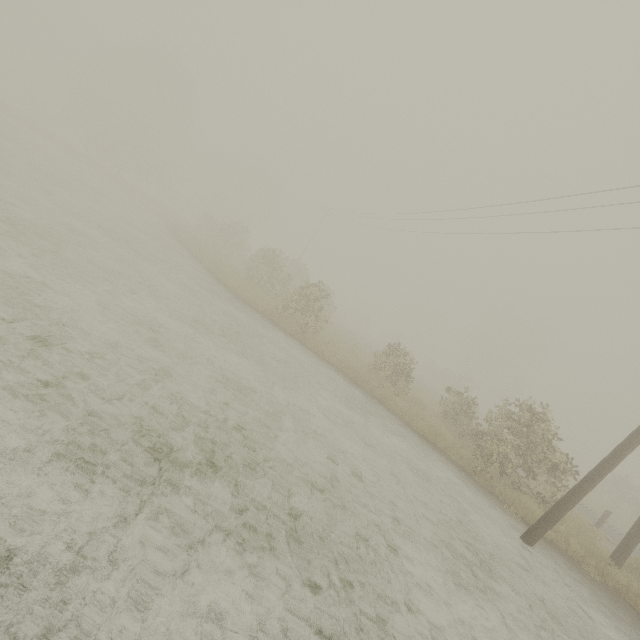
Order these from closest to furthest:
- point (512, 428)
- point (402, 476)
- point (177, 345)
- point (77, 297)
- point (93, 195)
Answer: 1. point (77, 297)
2. point (177, 345)
3. point (402, 476)
4. point (512, 428)
5. point (93, 195)

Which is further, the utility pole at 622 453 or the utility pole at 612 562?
the utility pole at 612 562

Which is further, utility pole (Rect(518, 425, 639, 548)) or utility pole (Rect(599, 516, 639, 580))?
utility pole (Rect(599, 516, 639, 580))
